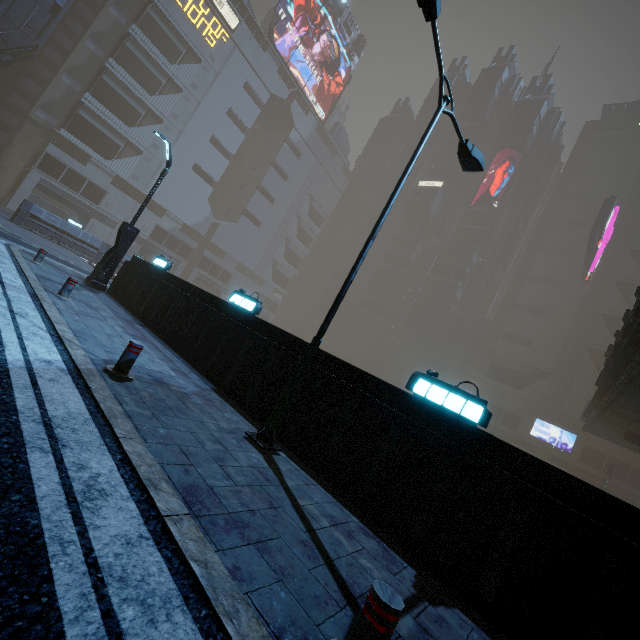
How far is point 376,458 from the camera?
5.16m

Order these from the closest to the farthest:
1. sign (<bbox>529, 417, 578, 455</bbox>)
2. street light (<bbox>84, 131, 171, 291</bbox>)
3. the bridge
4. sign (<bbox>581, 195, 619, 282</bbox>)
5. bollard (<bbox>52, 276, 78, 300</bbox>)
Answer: bollard (<bbox>52, 276, 78, 300</bbox>) < street light (<bbox>84, 131, 171, 291</bbox>) < the bridge < sign (<bbox>581, 195, 619, 282</bbox>) < sign (<bbox>529, 417, 578, 455</bbox>)

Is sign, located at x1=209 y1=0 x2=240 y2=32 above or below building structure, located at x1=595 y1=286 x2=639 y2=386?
above

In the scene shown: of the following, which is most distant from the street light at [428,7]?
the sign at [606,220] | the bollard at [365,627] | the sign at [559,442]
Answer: the sign at [559,442]

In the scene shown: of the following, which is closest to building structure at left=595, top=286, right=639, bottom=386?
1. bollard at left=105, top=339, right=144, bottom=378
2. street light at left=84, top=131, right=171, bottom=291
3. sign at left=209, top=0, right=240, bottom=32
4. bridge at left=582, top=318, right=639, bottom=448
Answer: bridge at left=582, top=318, right=639, bottom=448

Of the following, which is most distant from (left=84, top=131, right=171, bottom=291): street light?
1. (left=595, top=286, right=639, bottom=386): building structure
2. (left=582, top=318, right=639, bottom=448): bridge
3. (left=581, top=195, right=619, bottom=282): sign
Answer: (left=581, top=195, right=619, bottom=282): sign

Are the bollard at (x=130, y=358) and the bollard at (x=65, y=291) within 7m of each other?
yes

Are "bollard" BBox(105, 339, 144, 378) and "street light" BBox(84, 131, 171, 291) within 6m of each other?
no
